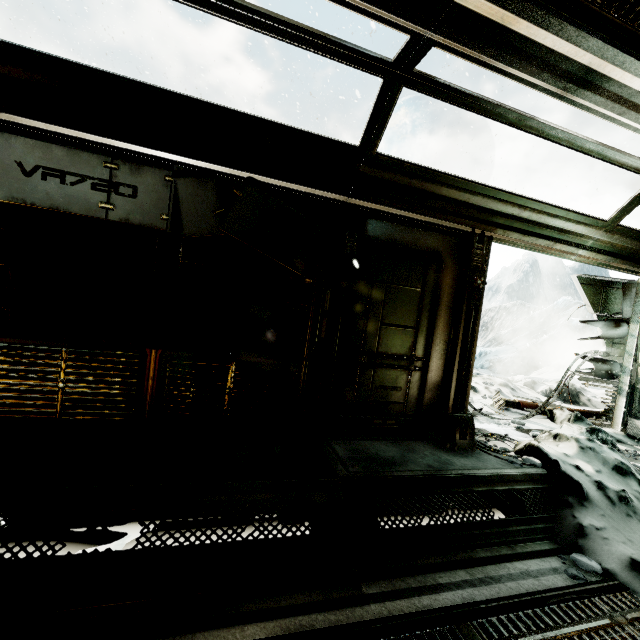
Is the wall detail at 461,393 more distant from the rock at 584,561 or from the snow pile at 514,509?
the rock at 584,561

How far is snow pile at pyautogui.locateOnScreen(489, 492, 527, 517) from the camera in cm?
354

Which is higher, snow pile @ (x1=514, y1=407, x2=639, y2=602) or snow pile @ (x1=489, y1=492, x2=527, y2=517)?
snow pile @ (x1=514, y1=407, x2=639, y2=602)

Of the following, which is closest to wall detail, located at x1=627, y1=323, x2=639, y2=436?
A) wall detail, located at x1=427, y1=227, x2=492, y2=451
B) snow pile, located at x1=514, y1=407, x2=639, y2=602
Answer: snow pile, located at x1=514, y1=407, x2=639, y2=602

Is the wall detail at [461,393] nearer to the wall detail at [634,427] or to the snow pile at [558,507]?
the snow pile at [558,507]

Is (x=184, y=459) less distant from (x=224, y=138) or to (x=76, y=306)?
(x=76, y=306)

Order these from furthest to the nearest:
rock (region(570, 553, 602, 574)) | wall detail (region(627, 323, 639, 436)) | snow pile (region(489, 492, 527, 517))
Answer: wall detail (region(627, 323, 639, 436))
snow pile (region(489, 492, 527, 517))
rock (region(570, 553, 602, 574))

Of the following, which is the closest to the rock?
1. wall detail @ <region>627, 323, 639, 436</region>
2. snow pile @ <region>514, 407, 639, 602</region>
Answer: snow pile @ <region>514, 407, 639, 602</region>
